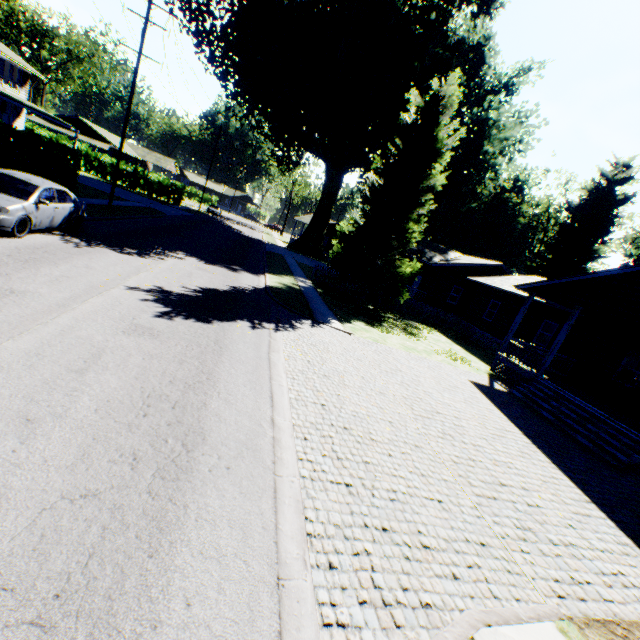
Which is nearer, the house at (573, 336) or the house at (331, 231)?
the house at (573, 336)

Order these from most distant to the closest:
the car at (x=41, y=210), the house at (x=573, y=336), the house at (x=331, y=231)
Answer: the house at (x=331, y=231)
the house at (x=573, y=336)
the car at (x=41, y=210)

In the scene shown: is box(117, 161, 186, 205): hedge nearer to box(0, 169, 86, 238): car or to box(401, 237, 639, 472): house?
box(401, 237, 639, 472): house

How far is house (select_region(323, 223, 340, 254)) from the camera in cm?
5561

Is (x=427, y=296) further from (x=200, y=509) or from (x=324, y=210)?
(x=200, y=509)

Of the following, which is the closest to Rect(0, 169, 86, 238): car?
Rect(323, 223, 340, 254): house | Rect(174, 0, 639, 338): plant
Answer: Rect(174, 0, 639, 338): plant

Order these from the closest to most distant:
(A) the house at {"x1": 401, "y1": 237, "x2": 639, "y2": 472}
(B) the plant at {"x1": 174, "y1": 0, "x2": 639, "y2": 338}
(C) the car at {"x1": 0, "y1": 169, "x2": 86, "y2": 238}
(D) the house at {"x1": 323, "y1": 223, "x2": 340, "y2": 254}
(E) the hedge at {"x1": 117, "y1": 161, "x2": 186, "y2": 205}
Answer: (C) the car at {"x1": 0, "y1": 169, "x2": 86, "y2": 238} → (A) the house at {"x1": 401, "y1": 237, "x2": 639, "y2": 472} → (B) the plant at {"x1": 174, "y1": 0, "x2": 639, "y2": 338} → (E) the hedge at {"x1": 117, "y1": 161, "x2": 186, "y2": 205} → (D) the house at {"x1": 323, "y1": 223, "x2": 340, "y2": 254}

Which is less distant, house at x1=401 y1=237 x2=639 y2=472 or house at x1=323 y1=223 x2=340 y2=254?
house at x1=401 y1=237 x2=639 y2=472
